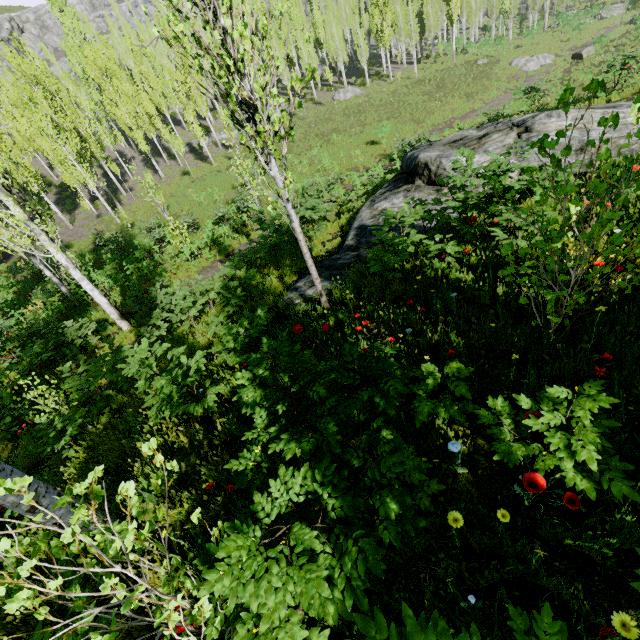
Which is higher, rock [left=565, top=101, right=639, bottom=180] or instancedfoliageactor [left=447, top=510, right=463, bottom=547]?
instancedfoliageactor [left=447, top=510, right=463, bottom=547]

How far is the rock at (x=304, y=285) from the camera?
6.9 meters

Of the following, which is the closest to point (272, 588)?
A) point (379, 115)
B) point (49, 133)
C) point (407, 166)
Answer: point (407, 166)

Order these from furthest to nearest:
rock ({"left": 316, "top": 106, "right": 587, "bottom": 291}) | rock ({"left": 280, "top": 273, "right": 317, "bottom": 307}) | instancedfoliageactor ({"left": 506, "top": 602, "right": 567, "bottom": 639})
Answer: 1. rock ({"left": 316, "top": 106, "right": 587, "bottom": 291})
2. rock ({"left": 280, "top": 273, "right": 317, "bottom": 307})
3. instancedfoliageactor ({"left": 506, "top": 602, "right": 567, "bottom": 639})

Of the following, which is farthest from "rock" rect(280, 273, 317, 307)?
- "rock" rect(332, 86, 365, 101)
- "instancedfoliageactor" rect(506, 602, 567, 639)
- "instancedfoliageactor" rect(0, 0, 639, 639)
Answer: "rock" rect(332, 86, 365, 101)

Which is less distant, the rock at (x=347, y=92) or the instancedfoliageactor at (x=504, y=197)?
the instancedfoliageactor at (x=504, y=197)

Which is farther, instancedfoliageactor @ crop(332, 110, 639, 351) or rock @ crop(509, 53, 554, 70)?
rock @ crop(509, 53, 554, 70)
